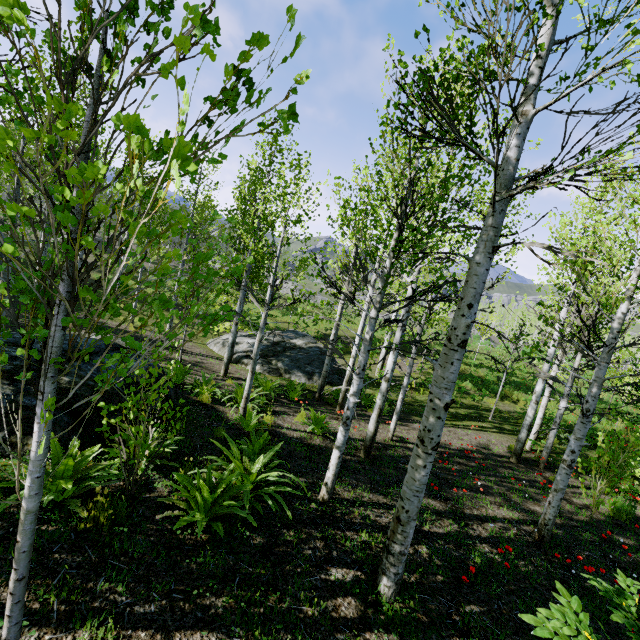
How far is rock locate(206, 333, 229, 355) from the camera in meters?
16.6 m

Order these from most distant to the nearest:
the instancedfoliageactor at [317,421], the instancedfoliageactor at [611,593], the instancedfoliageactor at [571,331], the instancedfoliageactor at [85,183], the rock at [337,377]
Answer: the rock at [337,377] → the instancedfoliageactor at [317,421] → the instancedfoliageactor at [571,331] → the instancedfoliageactor at [611,593] → the instancedfoliageactor at [85,183]

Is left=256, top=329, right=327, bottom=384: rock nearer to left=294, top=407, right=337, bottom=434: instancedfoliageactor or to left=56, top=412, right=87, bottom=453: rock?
left=294, top=407, right=337, bottom=434: instancedfoliageactor

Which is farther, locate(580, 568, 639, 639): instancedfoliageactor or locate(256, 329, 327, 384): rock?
locate(256, 329, 327, 384): rock

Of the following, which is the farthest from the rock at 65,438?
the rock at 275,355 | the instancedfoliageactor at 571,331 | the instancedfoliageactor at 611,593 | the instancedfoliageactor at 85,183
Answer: the instancedfoliageactor at 85,183

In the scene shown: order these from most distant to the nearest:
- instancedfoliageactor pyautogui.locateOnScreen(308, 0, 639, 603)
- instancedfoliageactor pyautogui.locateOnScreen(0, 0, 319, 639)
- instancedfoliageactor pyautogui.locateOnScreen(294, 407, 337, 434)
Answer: instancedfoliageactor pyautogui.locateOnScreen(294, 407, 337, 434)
instancedfoliageactor pyautogui.locateOnScreen(308, 0, 639, 603)
instancedfoliageactor pyautogui.locateOnScreen(0, 0, 319, 639)

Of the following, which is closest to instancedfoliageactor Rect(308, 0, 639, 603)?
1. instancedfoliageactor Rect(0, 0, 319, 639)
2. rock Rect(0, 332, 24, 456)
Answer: rock Rect(0, 332, 24, 456)

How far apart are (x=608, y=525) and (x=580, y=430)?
3.6 meters
